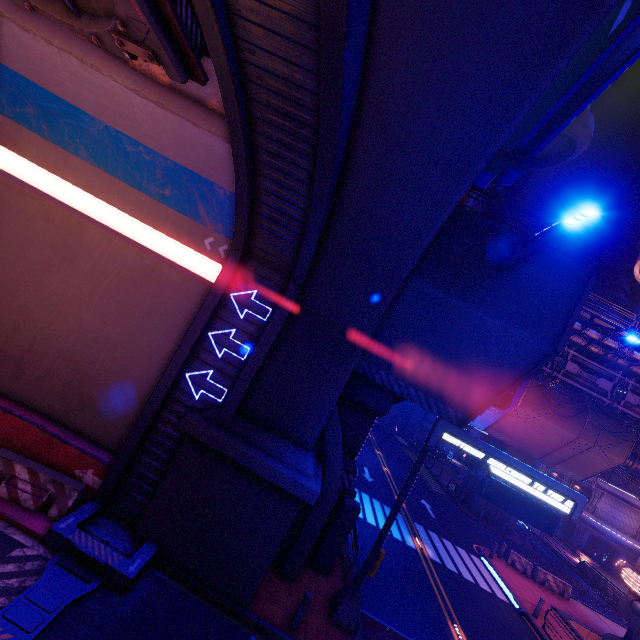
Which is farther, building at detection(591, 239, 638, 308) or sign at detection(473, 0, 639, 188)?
building at detection(591, 239, 638, 308)

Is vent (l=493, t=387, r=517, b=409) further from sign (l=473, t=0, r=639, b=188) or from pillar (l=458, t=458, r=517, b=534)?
pillar (l=458, t=458, r=517, b=534)

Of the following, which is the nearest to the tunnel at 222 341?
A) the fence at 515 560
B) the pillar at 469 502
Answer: the fence at 515 560

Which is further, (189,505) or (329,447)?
(329,447)

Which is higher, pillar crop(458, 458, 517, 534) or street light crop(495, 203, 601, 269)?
street light crop(495, 203, 601, 269)

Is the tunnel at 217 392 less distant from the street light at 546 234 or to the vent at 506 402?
the street light at 546 234

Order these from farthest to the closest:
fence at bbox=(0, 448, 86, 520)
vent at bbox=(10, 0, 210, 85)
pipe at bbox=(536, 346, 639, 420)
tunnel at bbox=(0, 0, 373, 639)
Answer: pipe at bbox=(536, 346, 639, 420)
fence at bbox=(0, 448, 86, 520)
tunnel at bbox=(0, 0, 373, 639)
vent at bbox=(10, 0, 210, 85)

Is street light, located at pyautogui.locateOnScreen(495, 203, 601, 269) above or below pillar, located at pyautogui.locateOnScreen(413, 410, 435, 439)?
above
